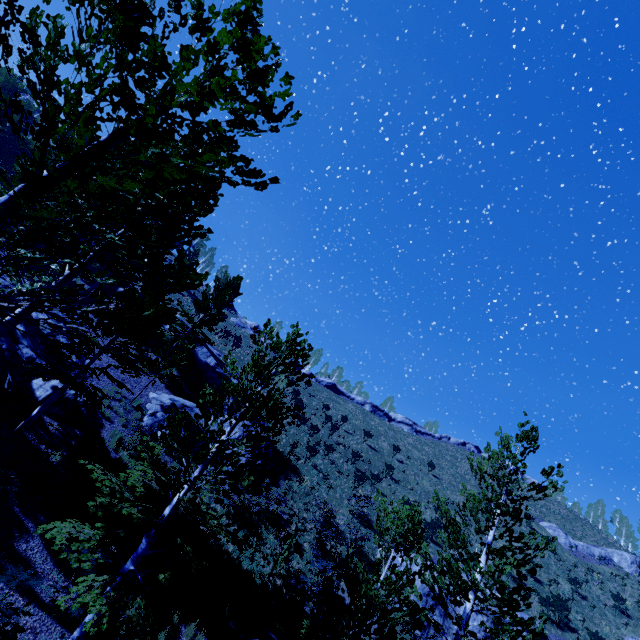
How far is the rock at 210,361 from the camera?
24.67m

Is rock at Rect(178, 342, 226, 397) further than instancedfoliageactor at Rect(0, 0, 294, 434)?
Yes

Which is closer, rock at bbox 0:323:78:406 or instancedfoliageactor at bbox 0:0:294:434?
instancedfoliageactor at bbox 0:0:294:434

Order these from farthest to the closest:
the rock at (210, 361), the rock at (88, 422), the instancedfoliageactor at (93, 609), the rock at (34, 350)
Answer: the rock at (210, 361) → the rock at (88, 422) → the rock at (34, 350) → the instancedfoliageactor at (93, 609)

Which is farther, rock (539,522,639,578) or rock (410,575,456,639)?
rock (539,522,639,578)

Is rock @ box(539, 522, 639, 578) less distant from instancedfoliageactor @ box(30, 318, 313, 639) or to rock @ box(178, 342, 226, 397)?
instancedfoliageactor @ box(30, 318, 313, 639)

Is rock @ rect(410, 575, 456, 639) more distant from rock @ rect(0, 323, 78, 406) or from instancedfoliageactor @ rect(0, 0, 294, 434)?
rock @ rect(0, 323, 78, 406)

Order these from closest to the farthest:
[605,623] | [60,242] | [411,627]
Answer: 1. [411,627]
2. [60,242]
3. [605,623]
